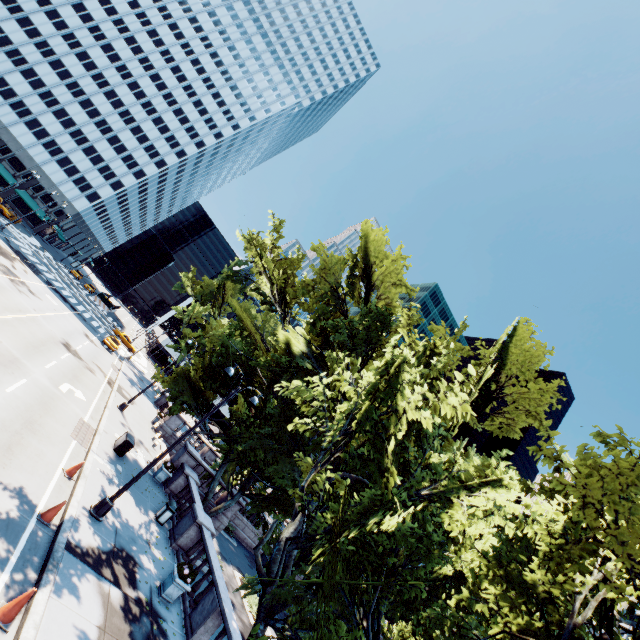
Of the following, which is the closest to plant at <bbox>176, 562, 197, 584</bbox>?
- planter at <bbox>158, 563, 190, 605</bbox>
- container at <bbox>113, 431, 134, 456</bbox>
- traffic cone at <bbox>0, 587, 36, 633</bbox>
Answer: planter at <bbox>158, 563, 190, 605</bbox>

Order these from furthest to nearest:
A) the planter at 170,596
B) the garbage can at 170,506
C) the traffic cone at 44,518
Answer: the garbage can at 170,506 → the planter at 170,596 → the traffic cone at 44,518

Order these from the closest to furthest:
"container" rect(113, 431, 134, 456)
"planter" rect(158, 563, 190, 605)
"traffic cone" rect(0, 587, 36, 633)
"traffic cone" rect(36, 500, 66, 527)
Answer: "traffic cone" rect(0, 587, 36, 633)
"traffic cone" rect(36, 500, 66, 527)
"planter" rect(158, 563, 190, 605)
"container" rect(113, 431, 134, 456)

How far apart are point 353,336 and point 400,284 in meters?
3.5

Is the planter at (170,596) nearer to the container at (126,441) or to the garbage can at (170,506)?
the garbage can at (170,506)

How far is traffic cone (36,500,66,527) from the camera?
9.9 meters

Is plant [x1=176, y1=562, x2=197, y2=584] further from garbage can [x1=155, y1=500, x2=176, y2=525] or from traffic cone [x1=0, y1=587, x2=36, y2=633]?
traffic cone [x1=0, y1=587, x2=36, y2=633]

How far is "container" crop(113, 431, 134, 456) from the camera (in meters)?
18.03
